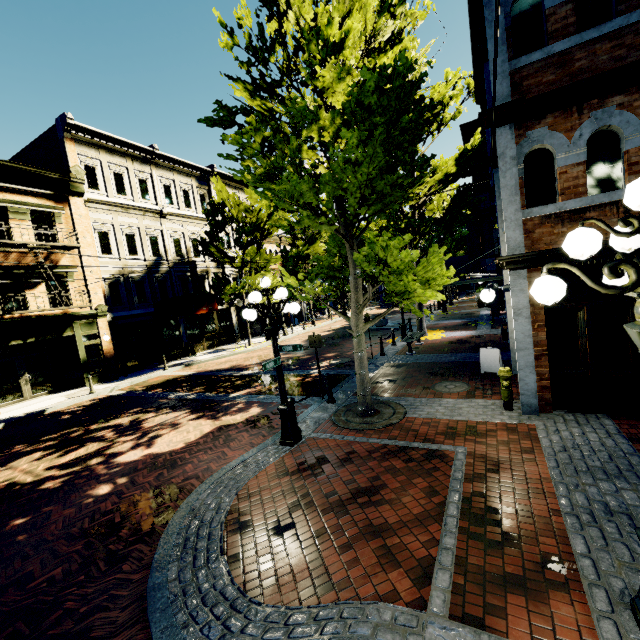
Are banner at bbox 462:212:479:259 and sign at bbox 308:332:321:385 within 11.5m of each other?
no

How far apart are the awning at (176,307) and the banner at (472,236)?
16.6 meters

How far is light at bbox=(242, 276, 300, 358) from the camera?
6.43m

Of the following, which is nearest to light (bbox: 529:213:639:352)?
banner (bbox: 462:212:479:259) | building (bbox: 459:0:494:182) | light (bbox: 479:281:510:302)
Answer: light (bbox: 479:281:510:302)

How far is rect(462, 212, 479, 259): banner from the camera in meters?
20.5

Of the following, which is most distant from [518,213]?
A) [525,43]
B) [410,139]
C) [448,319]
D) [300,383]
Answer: [448,319]

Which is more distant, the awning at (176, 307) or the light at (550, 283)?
the awning at (176, 307)

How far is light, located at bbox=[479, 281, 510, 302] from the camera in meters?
6.7 m
